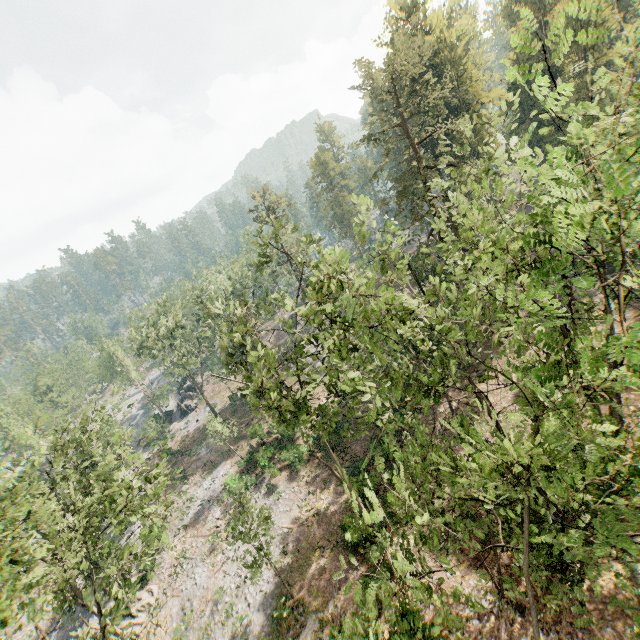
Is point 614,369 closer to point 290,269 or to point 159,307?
point 290,269

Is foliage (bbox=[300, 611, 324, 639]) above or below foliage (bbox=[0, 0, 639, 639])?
below

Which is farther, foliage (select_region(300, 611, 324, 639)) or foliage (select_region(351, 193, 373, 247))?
foliage (select_region(300, 611, 324, 639))

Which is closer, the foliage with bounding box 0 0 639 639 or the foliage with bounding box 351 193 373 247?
the foliage with bounding box 0 0 639 639

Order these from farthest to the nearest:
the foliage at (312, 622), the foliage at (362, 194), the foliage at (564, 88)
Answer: the foliage at (312, 622) < the foliage at (362, 194) < the foliage at (564, 88)

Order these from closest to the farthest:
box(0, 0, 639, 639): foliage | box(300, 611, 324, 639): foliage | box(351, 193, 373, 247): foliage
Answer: box(0, 0, 639, 639): foliage
box(351, 193, 373, 247): foliage
box(300, 611, 324, 639): foliage

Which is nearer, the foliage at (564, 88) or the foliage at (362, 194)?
the foliage at (564, 88)
